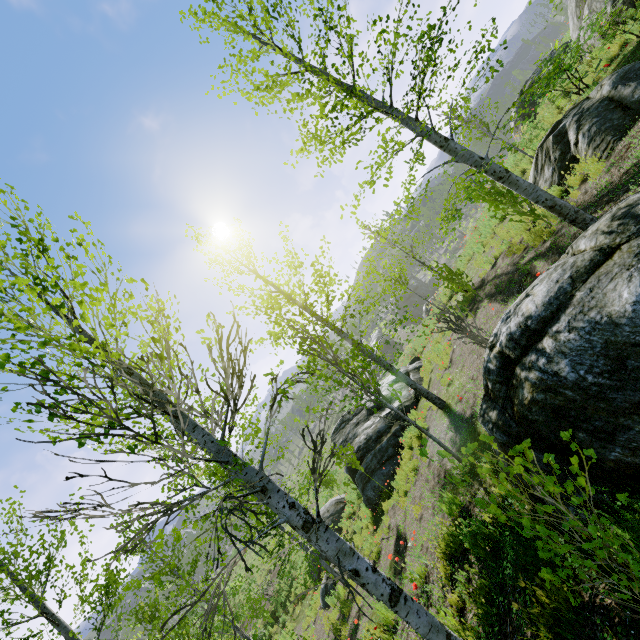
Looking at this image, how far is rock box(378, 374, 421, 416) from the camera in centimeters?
1295cm

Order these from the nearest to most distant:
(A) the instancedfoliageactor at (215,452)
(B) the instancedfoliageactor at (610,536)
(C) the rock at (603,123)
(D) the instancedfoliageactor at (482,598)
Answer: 1. (B) the instancedfoliageactor at (610,536)
2. (A) the instancedfoliageactor at (215,452)
3. (D) the instancedfoliageactor at (482,598)
4. (C) the rock at (603,123)

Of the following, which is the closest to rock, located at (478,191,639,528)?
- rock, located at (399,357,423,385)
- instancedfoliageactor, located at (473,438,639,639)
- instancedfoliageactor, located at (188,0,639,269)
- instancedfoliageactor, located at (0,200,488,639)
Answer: instancedfoliageactor, located at (188,0,639,269)

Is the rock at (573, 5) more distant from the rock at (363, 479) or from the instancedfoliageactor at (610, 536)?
the rock at (363, 479)

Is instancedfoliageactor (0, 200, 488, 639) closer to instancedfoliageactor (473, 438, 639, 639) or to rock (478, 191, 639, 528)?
instancedfoliageactor (473, 438, 639, 639)

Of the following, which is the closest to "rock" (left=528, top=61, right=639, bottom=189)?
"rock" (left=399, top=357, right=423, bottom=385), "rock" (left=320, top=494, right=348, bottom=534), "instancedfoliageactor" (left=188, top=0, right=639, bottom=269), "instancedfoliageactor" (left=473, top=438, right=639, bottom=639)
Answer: "instancedfoliageactor" (left=188, top=0, right=639, bottom=269)

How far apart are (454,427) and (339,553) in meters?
6.0

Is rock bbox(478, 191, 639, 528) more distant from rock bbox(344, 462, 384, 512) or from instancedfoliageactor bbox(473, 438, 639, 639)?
rock bbox(344, 462, 384, 512)
